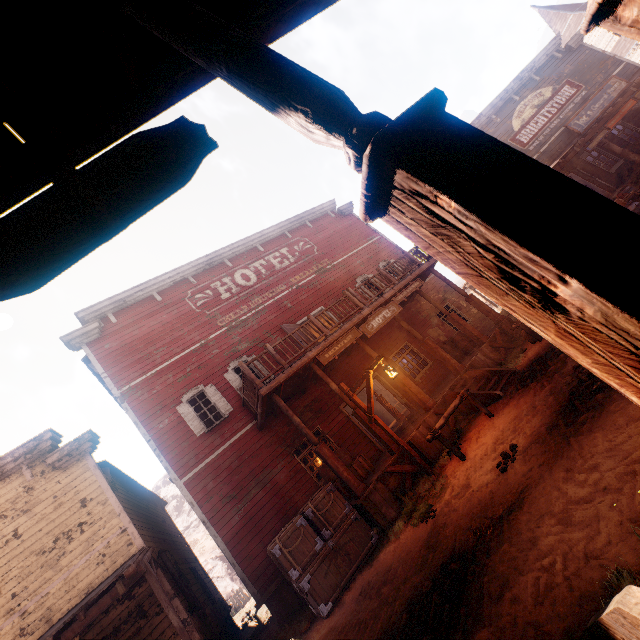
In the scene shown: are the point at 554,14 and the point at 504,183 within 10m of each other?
no

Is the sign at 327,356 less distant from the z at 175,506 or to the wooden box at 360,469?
the wooden box at 360,469

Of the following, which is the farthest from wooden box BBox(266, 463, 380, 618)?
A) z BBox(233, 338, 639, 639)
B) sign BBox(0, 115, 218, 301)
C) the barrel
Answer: sign BBox(0, 115, 218, 301)

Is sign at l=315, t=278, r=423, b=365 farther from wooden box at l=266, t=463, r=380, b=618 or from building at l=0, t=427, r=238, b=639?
wooden box at l=266, t=463, r=380, b=618

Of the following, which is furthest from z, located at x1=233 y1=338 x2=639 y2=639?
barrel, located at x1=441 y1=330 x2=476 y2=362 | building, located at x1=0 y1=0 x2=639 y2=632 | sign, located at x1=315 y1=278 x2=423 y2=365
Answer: sign, located at x1=315 y1=278 x2=423 y2=365

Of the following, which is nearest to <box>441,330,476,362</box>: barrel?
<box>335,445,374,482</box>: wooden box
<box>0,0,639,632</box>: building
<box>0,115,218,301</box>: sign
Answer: <box>0,0,639,632</box>: building

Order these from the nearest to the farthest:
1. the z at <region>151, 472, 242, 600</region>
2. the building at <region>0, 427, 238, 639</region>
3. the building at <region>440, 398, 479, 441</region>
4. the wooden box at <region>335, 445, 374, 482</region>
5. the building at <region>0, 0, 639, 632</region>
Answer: the building at <region>0, 0, 639, 632</region>
the building at <region>0, 427, 238, 639</region>
the building at <region>440, 398, 479, 441</region>
the wooden box at <region>335, 445, 374, 482</region>
the z at <region>151, 472, 242, 600</region>

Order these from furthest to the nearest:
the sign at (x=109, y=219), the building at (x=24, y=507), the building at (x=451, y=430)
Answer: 1. the building at (x=451, y=430)
2. the building at (x=24, y=507)
3. the sign at (x=109, y=219)
